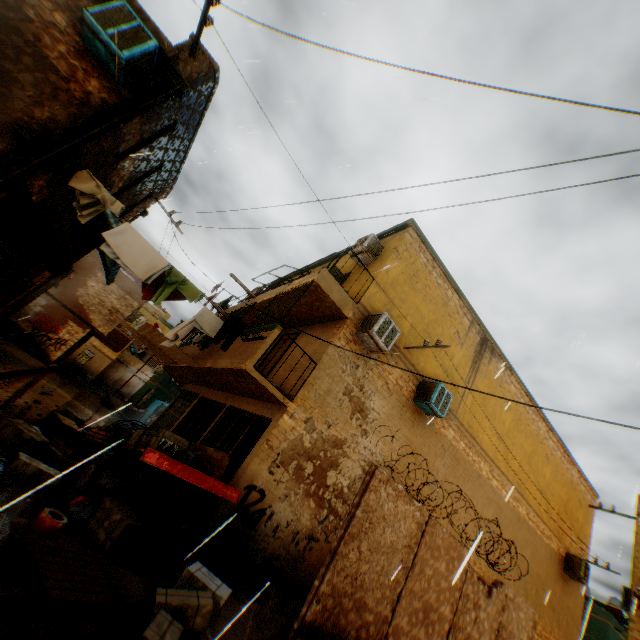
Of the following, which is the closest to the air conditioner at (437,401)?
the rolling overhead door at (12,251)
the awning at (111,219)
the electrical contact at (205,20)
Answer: the rolling overhead door at (12,251)

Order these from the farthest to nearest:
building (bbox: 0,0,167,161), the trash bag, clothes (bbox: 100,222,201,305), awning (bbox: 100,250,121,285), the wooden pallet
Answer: awning (bbox: 100,250,121,285) → clothes (bbox: 100,222,201,305) → the trash bag → building (bbox: 0,0,167,161) → the wooden pallet

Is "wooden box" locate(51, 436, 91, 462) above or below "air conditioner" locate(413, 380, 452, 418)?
below

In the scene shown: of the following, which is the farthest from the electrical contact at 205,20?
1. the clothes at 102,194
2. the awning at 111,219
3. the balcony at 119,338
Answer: the balcony at 119,338

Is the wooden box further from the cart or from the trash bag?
the trash bag

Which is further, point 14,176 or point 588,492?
point 588,492

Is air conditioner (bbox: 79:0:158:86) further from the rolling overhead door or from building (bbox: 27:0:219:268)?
the rolling overhead door

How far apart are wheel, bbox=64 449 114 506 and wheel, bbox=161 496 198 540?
1.6m
